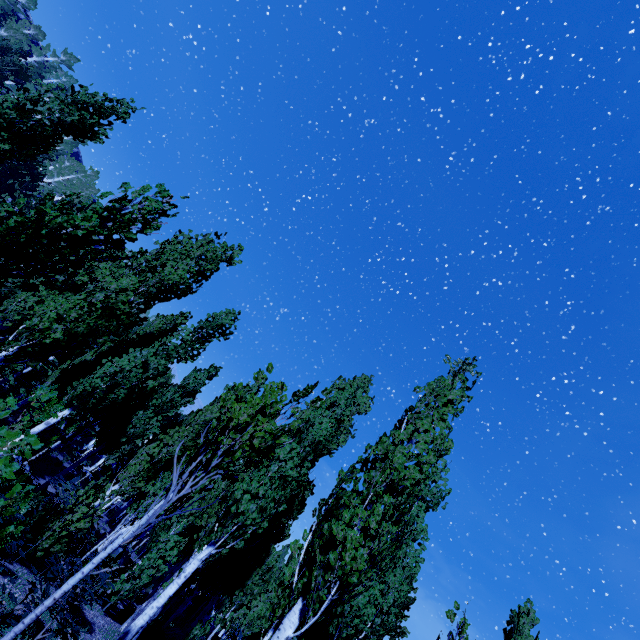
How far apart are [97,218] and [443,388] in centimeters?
791cm

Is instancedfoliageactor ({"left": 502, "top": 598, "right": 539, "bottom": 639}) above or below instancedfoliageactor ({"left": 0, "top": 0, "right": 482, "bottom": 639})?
above

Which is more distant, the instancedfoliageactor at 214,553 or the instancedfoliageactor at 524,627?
the instancedfoliageactor at 524,627

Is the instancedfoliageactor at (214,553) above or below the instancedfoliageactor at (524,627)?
below

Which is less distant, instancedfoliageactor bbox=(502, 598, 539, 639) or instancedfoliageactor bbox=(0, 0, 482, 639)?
instancedfoliageactor bbox=(0, 0, 482, 639)
